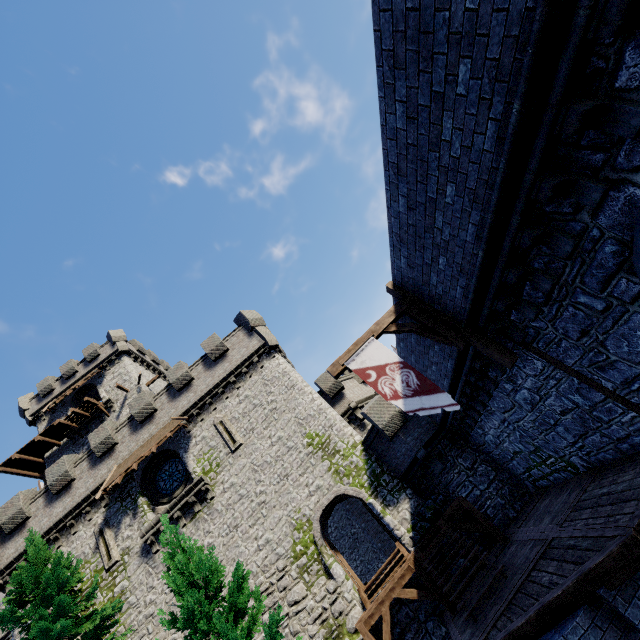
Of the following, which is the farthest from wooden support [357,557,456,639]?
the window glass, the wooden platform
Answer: the wooden platform

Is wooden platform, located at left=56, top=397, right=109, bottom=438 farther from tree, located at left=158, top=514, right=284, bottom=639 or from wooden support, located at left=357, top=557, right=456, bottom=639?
wooden support, located at left=357, top=557, right=456, bottom=639

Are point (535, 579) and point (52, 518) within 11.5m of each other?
no

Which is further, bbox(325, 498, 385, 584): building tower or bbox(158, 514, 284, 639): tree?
bbox(325, 498, 385, 584): building tower

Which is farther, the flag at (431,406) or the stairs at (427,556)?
the stairs at (427,556)

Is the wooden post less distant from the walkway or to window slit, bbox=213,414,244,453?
window slit, bbox=213,414,244,453

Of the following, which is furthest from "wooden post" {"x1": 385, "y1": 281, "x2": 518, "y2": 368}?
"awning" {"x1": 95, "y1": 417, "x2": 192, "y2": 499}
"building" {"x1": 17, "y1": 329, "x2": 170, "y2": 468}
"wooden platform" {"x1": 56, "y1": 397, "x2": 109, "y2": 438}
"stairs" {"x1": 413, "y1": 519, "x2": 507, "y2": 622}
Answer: "wooden platform" {"x1": 56, "y1": 397, "x2": 109, "y2": 438}

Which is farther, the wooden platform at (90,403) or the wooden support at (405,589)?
the wooden platform at (90,403)
